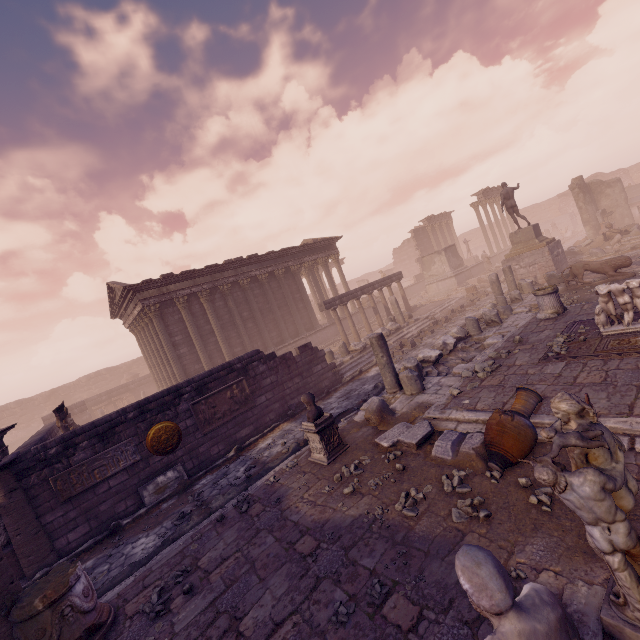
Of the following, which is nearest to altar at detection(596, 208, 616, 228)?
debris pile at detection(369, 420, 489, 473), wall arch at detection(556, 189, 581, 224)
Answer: wall arch at detection(556, 189, 581, 224)

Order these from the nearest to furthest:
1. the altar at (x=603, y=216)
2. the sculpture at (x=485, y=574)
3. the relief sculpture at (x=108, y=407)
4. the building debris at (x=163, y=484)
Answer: the sculpture at (x=485, y=574)
the building debris at (x=163, y=484)
the altar at (x=603, y=216)
the relief sculpture at (x=108, y=407)

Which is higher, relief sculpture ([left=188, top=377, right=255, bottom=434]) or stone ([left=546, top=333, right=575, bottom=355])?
relief sculpture ([left=188, top=377, right=255, bottom=434])

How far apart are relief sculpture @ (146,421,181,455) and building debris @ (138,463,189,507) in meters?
0.4 m

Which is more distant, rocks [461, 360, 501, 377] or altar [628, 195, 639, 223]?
altar [628, 195, 639, 223]

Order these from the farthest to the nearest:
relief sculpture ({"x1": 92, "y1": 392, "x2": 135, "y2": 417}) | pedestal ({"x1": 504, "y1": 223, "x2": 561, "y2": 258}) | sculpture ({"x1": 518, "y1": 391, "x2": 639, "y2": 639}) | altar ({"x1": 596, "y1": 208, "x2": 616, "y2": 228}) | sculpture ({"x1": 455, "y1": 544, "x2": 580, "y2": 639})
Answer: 1. relief sculpture ({"x1": 92, "y1": 392, "x2": 135, "y2": 417})
2. altar ({"x1": 596, "y1": 208, "x2": 616, "y2": 228})
3. pedestal ({"x1": 504, "y1": 223, "x2": 561, "y2": 258})
4. sculpture ({"x1": 518, "y1": 391, "x2": 639, "y2": 639})
5. sculpture ({"x1": 455, "y1": 544, "x2": 580, "y2": 639})

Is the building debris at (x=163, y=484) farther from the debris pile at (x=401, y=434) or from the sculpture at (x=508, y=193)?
the sculpture at (x=508, y=193)

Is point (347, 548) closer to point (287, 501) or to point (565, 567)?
point (287, 501)
